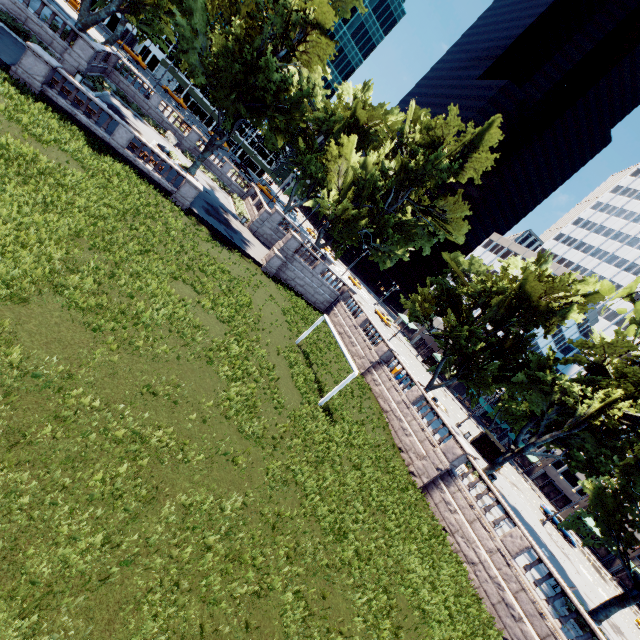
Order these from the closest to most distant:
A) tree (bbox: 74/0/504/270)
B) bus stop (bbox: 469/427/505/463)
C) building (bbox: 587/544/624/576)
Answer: tree (bbox: 74/0/504/270) < bus stop (bbox: 469/427/505/463) < building (bbox: 587/544/624/576)

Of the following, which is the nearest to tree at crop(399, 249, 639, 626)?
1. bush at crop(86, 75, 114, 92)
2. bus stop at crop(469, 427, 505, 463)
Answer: bush at crop(86, 75, 114, 92)

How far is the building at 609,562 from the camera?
51.4 meters

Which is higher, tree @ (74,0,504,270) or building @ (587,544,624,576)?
tree @ (74,0,504,270)

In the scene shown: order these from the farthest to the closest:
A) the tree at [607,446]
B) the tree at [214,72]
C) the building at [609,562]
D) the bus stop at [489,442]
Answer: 1. the building at [609,562]
2. the bus stop at [489,442]
3. the tree at [214,72]
4. the tree at [607,446]

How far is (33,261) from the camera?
9.9 meters

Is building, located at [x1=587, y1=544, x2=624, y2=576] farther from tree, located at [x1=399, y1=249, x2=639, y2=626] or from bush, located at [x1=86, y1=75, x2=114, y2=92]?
bush, located at [x1=86, y1=75, x2=114, y2=92]
